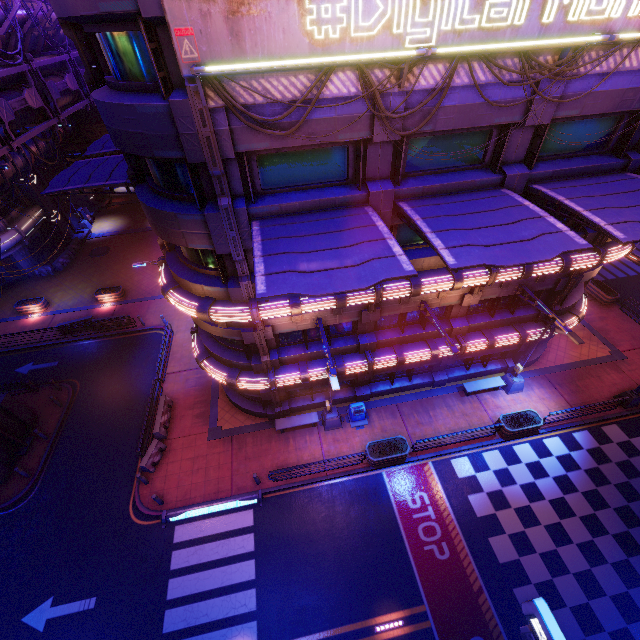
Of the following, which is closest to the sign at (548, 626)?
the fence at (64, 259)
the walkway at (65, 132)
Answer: the walkway at (65, 132)

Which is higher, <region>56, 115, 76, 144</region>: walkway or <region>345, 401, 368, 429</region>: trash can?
<region>56, 115, 76, 144</region>: walkway

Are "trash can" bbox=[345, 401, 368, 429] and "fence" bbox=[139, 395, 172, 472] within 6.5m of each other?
no

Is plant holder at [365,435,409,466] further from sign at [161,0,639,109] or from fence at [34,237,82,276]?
fence at [34,237,82,276]

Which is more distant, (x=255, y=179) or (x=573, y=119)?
(x=573, y=119)

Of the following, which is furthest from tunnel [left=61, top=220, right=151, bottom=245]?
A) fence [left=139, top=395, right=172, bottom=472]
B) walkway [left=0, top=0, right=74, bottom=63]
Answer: fence [left=139, top=395, right=172, bottom=472]

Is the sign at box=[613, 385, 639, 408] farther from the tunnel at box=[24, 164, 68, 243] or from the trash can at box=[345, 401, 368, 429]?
the tunnel at box=[24, 164, 68, 243]

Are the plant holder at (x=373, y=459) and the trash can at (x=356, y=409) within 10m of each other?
yes
